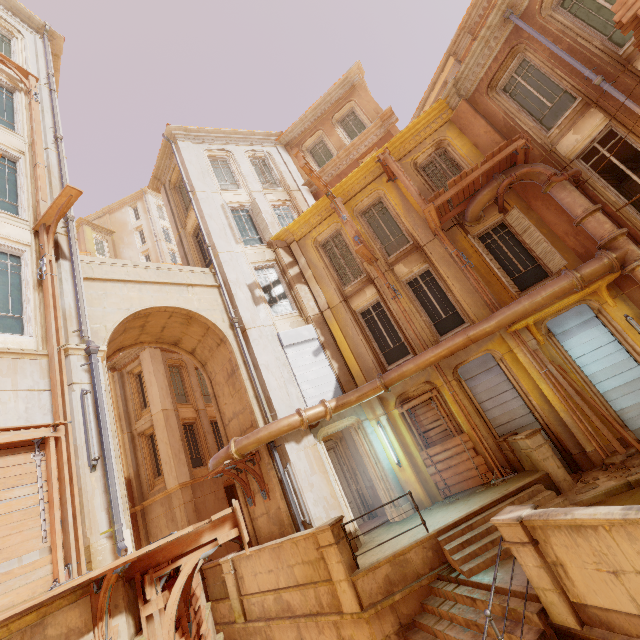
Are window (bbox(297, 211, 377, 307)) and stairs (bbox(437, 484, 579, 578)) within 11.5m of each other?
yes

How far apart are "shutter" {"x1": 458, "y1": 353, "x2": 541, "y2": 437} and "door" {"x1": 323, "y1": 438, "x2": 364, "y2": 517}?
5.8 meters

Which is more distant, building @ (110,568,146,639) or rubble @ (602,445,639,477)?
rubble @ (602,445,639,477)

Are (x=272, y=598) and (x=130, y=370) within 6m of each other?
no

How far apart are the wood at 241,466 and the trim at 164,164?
15.7 meters

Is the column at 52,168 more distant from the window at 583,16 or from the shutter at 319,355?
the window at 583,16

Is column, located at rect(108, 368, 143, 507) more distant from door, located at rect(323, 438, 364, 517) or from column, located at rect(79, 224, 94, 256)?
column, located at rect(79, 224, 94, 256)

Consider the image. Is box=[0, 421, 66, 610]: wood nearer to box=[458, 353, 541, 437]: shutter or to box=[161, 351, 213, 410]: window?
box=[458, 353, 541, 437]: shutter
